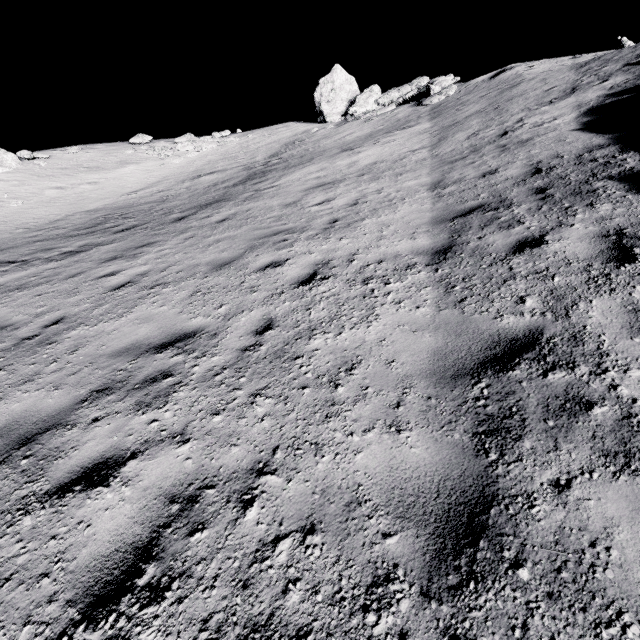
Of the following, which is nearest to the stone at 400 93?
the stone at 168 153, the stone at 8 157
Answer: the stone at 168 153

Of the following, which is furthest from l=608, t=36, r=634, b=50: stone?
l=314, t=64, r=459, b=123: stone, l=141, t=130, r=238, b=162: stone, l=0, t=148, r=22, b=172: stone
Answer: l=0, t=148, r=22, b=172: stone

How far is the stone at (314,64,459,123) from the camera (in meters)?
17.47

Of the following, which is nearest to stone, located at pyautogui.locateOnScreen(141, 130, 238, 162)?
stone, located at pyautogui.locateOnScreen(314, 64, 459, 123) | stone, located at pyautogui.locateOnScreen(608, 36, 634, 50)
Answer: stone, located at pyautogui.locateOnScreen(314, 64, 459, 123)

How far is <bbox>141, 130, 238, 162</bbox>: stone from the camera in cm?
2230

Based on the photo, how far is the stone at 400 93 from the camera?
17.5m

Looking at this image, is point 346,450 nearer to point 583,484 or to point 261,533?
point 261,533
